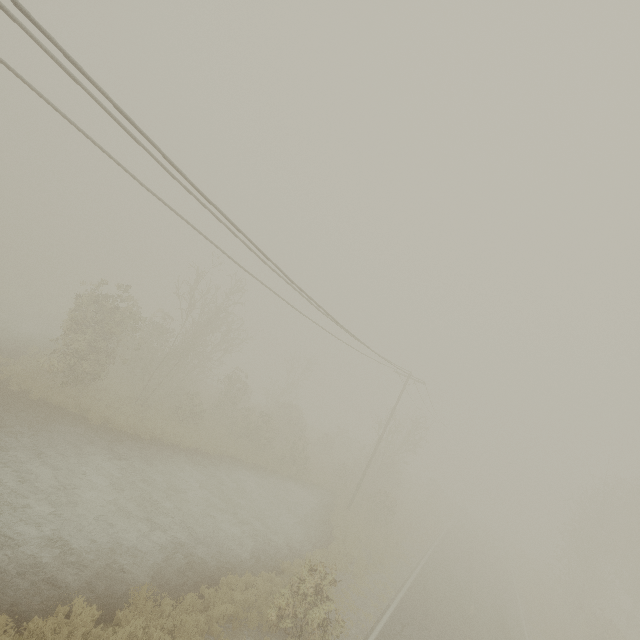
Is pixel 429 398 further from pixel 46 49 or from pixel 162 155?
pixel 46 49

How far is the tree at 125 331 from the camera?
18.6m

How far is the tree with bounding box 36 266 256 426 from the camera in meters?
18.6 m
